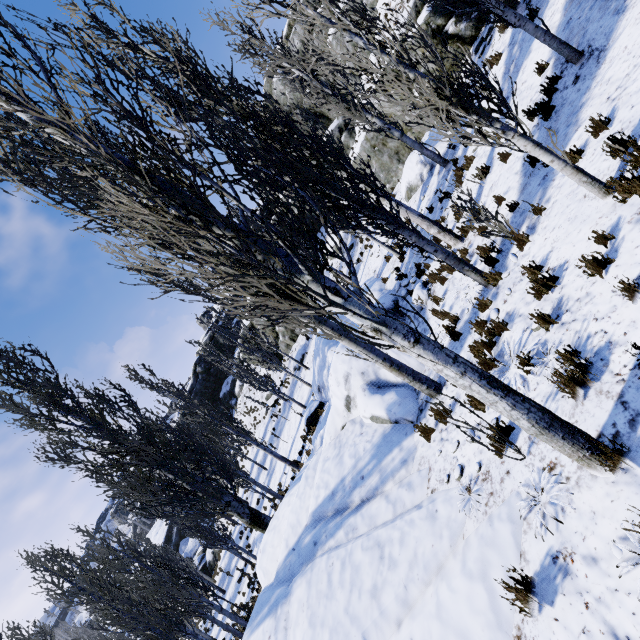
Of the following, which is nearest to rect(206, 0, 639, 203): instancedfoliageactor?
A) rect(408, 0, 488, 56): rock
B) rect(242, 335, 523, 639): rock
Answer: rect(242, 335, 523, 639): rock

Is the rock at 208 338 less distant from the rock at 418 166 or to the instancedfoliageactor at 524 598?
the instancedfoliageactor at 524 598

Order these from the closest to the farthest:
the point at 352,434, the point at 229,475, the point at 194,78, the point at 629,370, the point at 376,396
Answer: the point at 629,370 → the point at 194,78 → the point at 376,396 → the point at 352,434 → the point at 229,475

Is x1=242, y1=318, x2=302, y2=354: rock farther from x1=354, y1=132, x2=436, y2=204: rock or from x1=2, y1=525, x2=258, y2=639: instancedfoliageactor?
x1=354, y1=132, x2=436, y2=204: rock

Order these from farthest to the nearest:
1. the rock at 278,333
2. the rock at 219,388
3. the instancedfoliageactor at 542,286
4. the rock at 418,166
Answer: the rock at 219,388 < the rock at 278,333 < the rock at 418,166 < the instancedfoliageactor at 542,286

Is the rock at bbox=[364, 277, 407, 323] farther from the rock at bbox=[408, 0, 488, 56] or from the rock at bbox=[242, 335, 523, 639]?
the rock at bbox=[242, 335, 523, 639]

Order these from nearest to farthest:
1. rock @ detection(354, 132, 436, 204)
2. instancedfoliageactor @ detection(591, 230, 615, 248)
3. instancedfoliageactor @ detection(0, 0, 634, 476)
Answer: instancedfoliageactor @ detection(0, 0, 634, 476)
instancedfoliageactor @ detection(591, 230, 615, 248)
rock @ detection(354, 132, 436, 204)

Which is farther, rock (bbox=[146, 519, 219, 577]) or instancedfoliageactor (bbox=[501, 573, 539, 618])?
rock (bbox=[146, 519, 219, 577])
